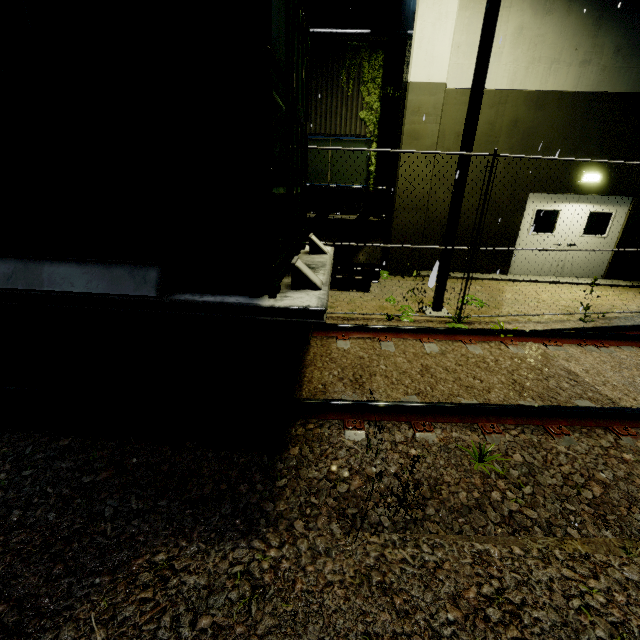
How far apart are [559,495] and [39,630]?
3.8m

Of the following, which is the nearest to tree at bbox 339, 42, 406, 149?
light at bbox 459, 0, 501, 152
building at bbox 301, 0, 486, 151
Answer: building at bbox 301, 0, 486, 151

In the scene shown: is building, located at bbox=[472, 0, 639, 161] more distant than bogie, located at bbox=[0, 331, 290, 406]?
Yes

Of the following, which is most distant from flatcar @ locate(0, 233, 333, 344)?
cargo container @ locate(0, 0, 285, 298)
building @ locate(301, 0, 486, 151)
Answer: building @ locate(301, 0, 486, 151)

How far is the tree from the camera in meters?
9.7 m

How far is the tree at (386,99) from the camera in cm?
974

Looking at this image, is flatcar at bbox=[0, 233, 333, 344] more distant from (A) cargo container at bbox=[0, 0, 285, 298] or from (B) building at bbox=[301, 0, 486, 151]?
(B) building at bbox=[301, 0, 486, 151]

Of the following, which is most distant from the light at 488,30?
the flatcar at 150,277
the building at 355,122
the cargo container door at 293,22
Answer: the flatcar at 150,277
